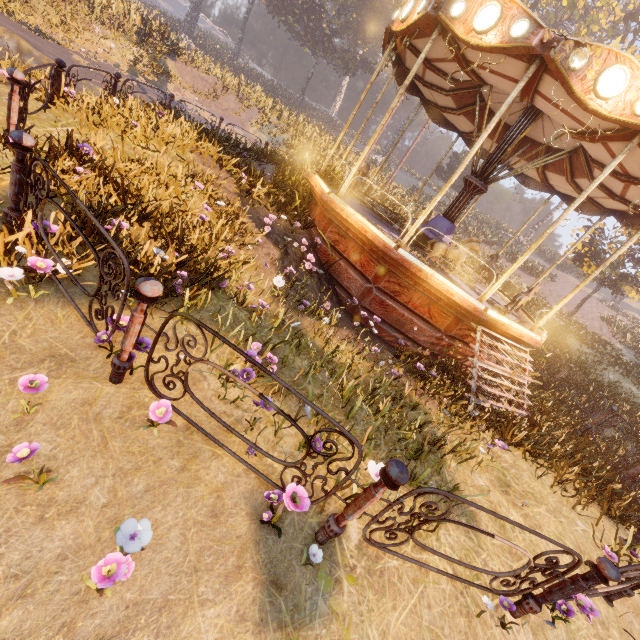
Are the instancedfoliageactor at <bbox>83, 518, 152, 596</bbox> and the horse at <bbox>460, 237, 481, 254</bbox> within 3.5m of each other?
no

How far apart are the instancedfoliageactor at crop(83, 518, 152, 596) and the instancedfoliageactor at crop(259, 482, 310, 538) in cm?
77

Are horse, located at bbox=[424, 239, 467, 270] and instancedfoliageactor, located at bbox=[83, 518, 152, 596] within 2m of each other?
no

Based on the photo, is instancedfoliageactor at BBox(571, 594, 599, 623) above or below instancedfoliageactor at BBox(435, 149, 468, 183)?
below

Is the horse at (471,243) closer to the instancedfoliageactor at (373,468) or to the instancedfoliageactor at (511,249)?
the instancedfoliageactor at (511,249)

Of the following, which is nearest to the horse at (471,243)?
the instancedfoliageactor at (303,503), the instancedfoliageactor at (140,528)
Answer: the instancedfoliageactor at (303,503)

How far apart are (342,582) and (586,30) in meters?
44.1

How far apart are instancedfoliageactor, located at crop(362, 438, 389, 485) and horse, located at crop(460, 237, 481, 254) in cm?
505
